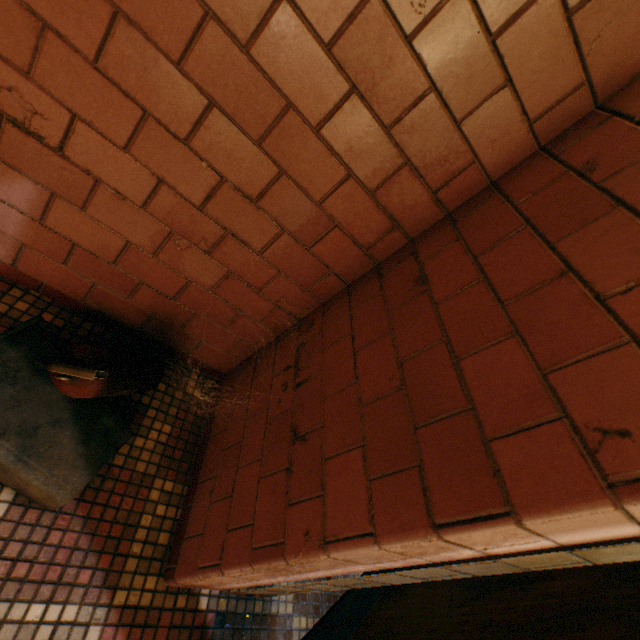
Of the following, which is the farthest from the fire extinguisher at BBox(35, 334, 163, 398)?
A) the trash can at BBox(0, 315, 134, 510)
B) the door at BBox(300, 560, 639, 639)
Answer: the door at BBox(300, 560, 639, 639)

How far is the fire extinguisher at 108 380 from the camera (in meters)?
0.87

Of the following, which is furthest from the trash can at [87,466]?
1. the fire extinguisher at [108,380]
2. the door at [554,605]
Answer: the door at [554,605]

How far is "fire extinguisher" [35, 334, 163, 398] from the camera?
0.9m

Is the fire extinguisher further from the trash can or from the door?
the door

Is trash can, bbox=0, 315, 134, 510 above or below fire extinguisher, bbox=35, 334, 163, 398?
below

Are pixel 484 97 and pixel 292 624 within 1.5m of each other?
no
